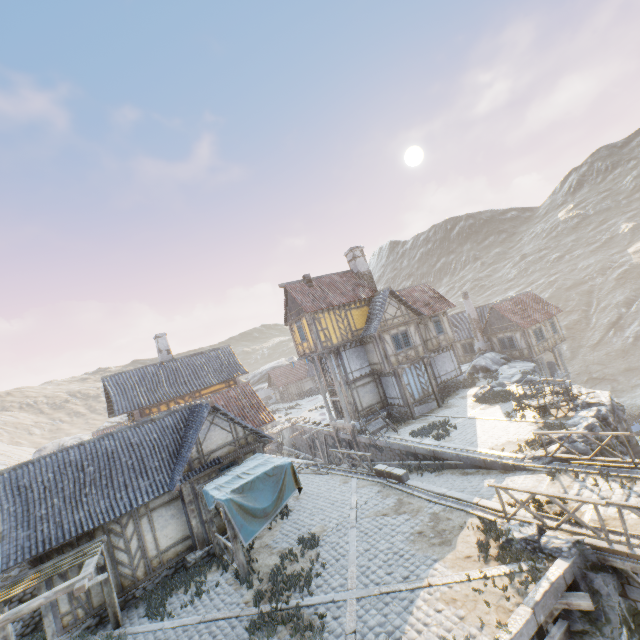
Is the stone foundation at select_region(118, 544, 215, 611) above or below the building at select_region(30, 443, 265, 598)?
below

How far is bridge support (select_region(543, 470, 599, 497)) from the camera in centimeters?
1053cm

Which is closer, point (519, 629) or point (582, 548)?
point (519, 629)

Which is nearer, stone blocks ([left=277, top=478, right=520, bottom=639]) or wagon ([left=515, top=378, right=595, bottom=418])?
stone blocks ([left=277, top=478, right=520, bottom=639])

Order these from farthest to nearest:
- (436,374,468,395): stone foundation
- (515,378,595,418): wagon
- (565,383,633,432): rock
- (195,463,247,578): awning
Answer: (436,374,468,395): stone foundation, (515,378,595,418): wagon, (565,383,633,432): rock, (195,463,247,578): awning

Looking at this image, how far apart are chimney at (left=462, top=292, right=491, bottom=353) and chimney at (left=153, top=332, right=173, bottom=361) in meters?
29.6 m

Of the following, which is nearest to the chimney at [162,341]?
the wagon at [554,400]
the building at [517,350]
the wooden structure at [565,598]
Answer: the wagon at [554,400]

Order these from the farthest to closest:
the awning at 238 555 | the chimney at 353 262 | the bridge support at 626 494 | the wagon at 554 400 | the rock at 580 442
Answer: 1. the chimney at 353 262
2. the wagon at 554 400
3. the rock at 580 442
4. the awning at 238 555
5. the bridge support at 626 494
